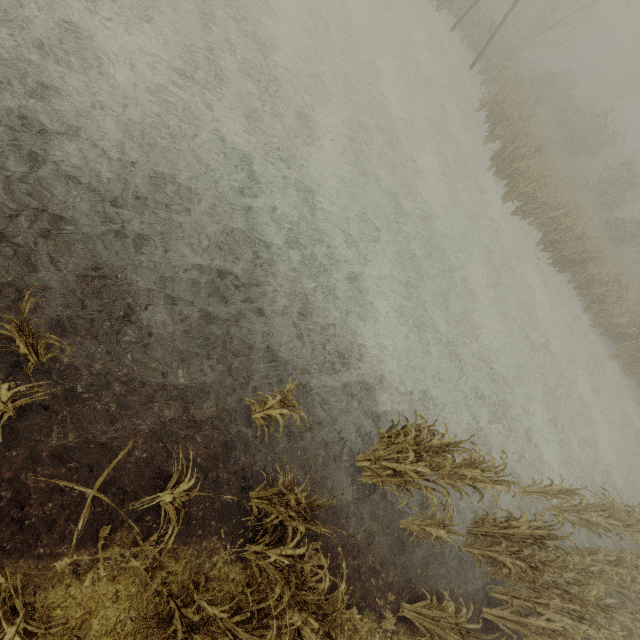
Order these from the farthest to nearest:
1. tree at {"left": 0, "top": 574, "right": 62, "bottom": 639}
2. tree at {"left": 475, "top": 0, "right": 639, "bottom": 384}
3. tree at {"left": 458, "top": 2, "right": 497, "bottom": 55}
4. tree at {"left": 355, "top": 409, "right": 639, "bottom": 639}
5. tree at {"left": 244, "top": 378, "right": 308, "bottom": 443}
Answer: tree at {"left": 458, "top": 2, "right": 497, "bottom": 55}, tree at {"left": 475, "top": 0, "right": 639, "bottom": 384}, tree at {"left": 355, "top": 409, "right": 639, "bottom": 639}, tree at {"left": 244, "top": 378, "right": 308, "bottom": 443}, tree at {"left": 0, "top": 574, "right": 62, "bottom": 639}

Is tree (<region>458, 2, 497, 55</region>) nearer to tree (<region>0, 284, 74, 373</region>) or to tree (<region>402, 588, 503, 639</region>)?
tree (<region>0, 284, 74, 373</region>)

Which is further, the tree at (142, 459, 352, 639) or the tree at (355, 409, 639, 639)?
the tree at (355, 409, 639, 639)

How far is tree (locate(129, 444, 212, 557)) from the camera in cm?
291

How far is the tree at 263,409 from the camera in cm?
420

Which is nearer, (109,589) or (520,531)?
(109,589)

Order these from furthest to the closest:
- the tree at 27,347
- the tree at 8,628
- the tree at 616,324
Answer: the tree at 616,324, the tree at 27,347, the tree at 8,628
